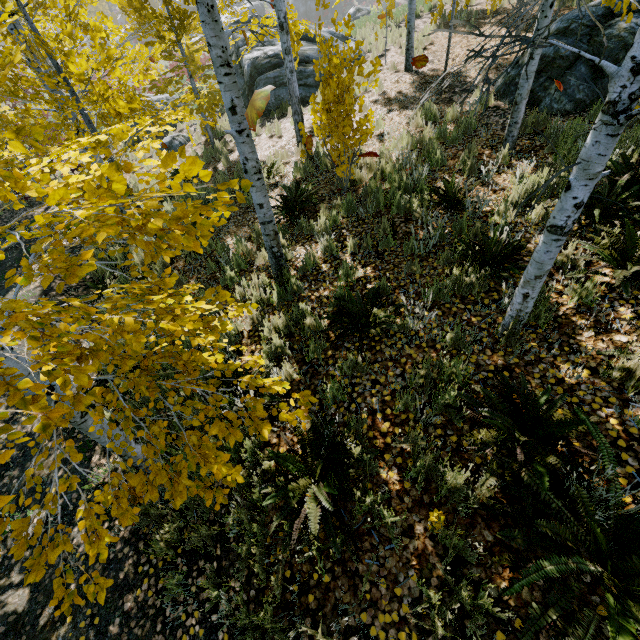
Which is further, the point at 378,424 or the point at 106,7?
the point at 106,7

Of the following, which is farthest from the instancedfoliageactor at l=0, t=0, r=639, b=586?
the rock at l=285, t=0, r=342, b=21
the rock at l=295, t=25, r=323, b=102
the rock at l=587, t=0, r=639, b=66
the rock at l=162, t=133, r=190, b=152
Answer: the rock at l=162, t=133, r=190, b=152

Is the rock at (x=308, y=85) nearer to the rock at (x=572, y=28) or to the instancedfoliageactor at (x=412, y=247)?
the instancedfoliageactor at (x=412, y=247)

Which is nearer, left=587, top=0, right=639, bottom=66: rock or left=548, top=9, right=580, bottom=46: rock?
left=587, top=0, right=639, bottom=66: rock

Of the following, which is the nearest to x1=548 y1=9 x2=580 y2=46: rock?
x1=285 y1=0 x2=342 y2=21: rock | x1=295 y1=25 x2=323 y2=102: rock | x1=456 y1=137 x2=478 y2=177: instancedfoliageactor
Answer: x1=456 y1=137 x2=478 y2=177: instancedfoliageactor

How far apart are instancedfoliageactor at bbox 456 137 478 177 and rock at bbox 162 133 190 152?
11.9 meters

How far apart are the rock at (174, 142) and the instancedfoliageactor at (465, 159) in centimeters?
1188cm

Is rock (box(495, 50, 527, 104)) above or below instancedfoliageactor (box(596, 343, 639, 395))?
above
